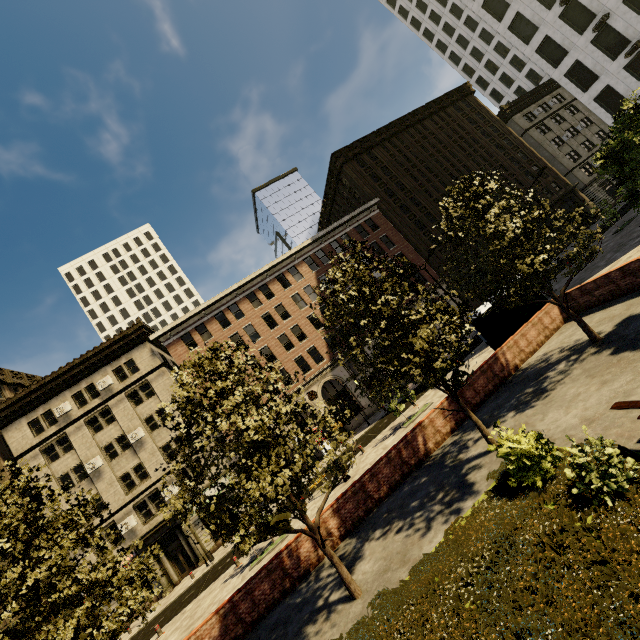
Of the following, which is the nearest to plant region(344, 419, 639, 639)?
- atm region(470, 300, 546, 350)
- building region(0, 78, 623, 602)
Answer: atm region(470, 300, 546, 350)

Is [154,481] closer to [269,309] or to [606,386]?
[269,309]

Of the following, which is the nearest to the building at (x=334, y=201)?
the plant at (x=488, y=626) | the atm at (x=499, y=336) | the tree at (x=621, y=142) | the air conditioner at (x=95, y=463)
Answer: the air conditioner at (x=95, y=463)

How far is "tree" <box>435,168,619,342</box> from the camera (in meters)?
11.19

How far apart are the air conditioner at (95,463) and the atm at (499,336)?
32.19m

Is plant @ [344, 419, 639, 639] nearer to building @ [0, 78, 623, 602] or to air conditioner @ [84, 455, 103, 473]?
building @ [0, 78, 623, 602]

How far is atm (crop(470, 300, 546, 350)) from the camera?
16.1m

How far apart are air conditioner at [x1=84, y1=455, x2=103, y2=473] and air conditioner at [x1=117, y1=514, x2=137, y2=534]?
5.0 meters
